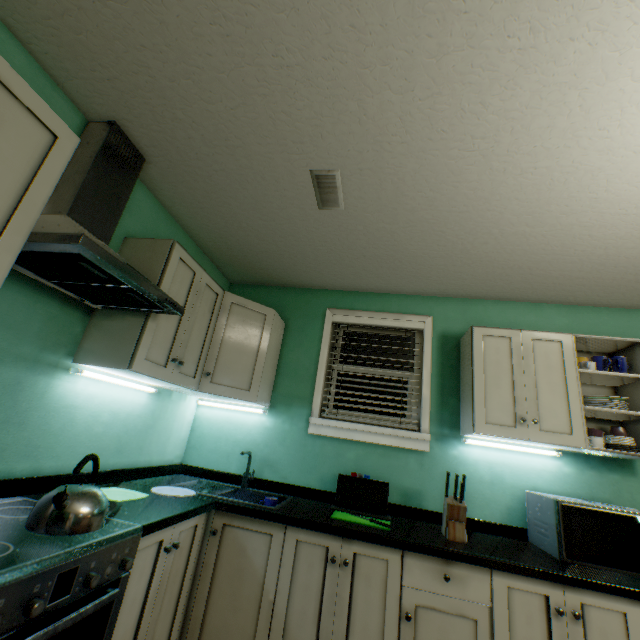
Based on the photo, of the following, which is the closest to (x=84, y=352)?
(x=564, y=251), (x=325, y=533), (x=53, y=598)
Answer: (x=53, y=598)

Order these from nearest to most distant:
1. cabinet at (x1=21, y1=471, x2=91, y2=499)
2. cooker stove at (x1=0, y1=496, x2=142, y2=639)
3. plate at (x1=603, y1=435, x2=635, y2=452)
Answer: cooker stove at (x1=0, y1=496, x2=142, y2=639) → cabinet at (x1=21, y1=471, x2=91, y2=499) → plate at (x1=603, y1=435, x2=635, y2=452)

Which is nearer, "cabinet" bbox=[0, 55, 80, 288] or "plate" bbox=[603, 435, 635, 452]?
"cabinet" bbox=[0, 55, 80, 288]

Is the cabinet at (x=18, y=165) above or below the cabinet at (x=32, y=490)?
above

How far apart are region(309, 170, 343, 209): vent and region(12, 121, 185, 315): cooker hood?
0.9 meters

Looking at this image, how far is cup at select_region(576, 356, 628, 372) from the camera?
2.0 meters

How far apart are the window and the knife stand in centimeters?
38cm

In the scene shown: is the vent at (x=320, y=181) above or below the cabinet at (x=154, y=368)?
above
